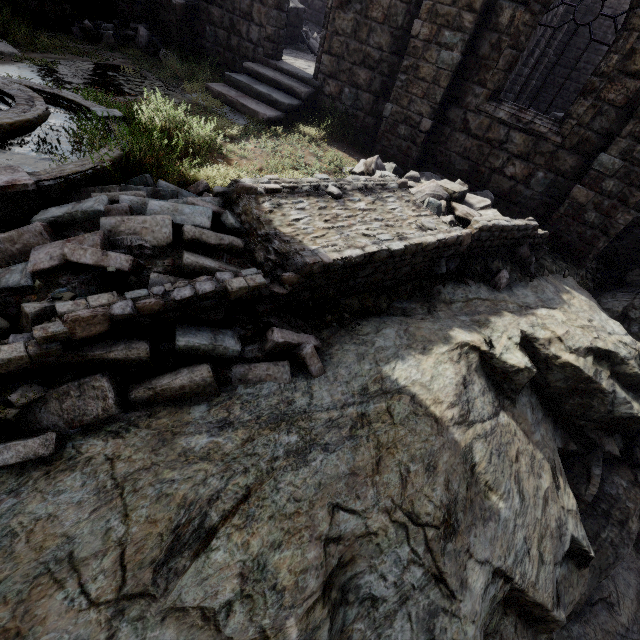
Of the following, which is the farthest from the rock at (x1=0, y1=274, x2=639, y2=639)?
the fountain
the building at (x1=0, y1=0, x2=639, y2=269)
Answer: the fountain

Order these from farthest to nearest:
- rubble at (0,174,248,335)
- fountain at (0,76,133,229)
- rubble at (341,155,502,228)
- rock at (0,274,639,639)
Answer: rubble at (341,155,502,228) → fountain at (0,76,133,229) → rubble at (0,174,248,335) → rock at (0,274,639,639)

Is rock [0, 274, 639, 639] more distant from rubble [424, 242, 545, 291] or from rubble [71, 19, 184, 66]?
rubble [71, 19, 184, 66]

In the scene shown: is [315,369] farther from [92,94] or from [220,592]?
[92,94]

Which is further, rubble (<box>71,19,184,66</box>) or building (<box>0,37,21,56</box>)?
rubble (<box>71,19,184,66</box>)

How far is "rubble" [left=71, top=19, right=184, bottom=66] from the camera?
10.2m

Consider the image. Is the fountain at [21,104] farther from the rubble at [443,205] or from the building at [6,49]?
the rubble at [443,205]

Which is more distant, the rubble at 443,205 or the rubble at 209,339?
the rubble at 443,205
